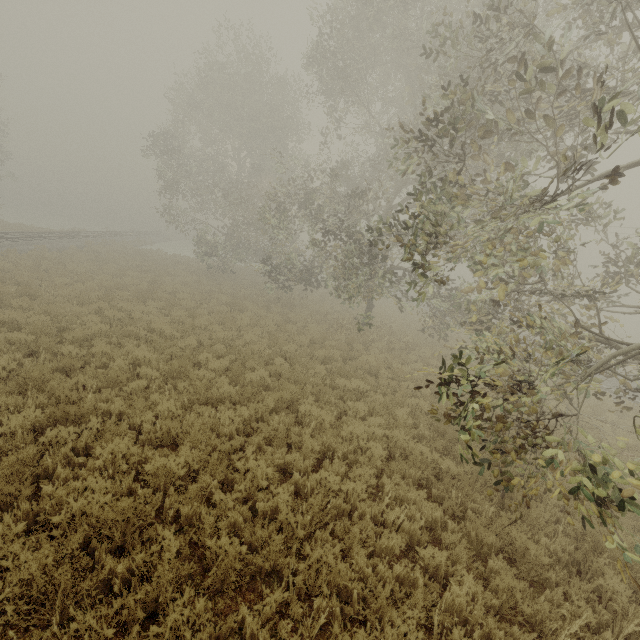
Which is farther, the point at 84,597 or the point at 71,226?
the point at 71,226
